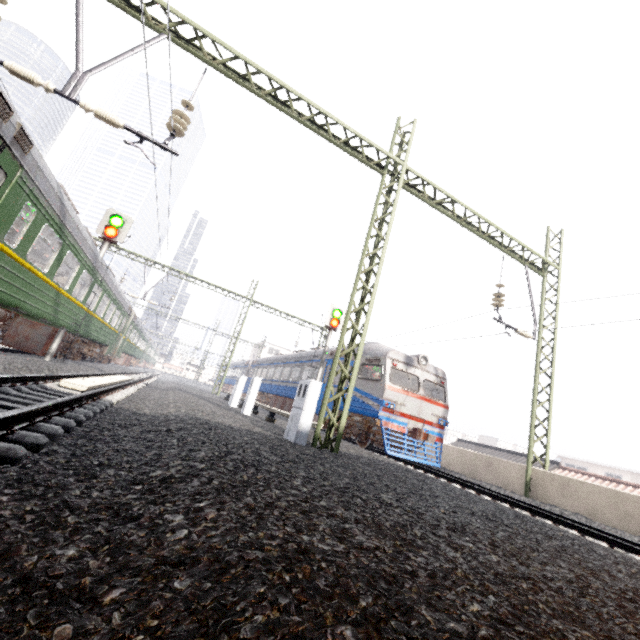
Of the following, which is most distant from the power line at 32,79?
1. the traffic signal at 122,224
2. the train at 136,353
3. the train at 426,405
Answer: the traffic signal at 122,224

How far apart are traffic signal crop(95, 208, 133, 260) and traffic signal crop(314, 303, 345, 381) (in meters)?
8.96

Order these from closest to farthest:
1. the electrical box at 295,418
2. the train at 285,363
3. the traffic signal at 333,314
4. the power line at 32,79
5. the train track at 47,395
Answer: the train track at 47,395 → the power line at 32,79 → the electrical box at 295,418 → the traffic signal at 333,314 → the train at 285,363

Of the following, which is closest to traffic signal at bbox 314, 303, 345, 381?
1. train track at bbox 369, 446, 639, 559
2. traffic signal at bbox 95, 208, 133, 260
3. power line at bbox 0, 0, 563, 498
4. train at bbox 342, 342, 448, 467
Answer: train at bbox 342, 342, 448, 467

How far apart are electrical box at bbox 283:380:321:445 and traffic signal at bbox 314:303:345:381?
6.7m

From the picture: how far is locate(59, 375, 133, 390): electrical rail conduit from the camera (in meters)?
6.78

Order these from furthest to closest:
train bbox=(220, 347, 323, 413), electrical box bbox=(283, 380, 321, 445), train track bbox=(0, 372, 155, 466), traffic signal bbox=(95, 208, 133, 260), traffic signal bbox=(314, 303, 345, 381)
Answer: train bbox=(220, 347, 323, 413), traffic signal bbox=(314, 303, 345, 381), traffic signal bbox=(95, 208, 133, 260), electrical box bbox=(283, 380, 321, 445), train track bbox=(0, 372, 155, 466)

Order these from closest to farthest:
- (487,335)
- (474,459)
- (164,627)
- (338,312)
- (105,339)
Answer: (164,627) → (487,335) → (474,459) → (338,312) → (105,339)
